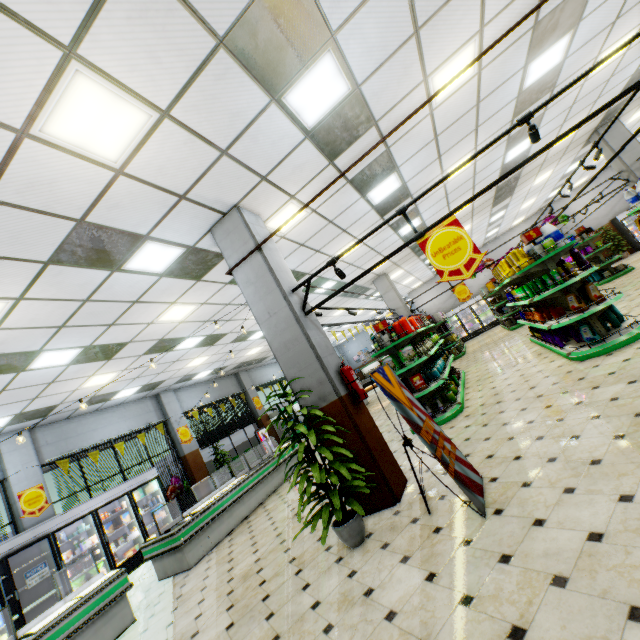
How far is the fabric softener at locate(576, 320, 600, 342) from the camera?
5.7 meters

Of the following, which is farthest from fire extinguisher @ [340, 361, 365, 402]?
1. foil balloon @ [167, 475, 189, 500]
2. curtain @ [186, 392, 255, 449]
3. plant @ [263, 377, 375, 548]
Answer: curtain @ [186, 392, 255, 449]

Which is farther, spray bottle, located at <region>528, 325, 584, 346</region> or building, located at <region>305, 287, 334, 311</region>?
spray bottle, located at <region>528, 325, 584, 346</region>

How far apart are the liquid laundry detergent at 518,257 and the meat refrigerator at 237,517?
7.90m

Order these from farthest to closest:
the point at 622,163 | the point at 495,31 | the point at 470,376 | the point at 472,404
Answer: the point at 622,163 → the point at 470,376 → the point at 472,404 → the point at 495,31

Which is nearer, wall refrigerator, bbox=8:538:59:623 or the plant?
the plant

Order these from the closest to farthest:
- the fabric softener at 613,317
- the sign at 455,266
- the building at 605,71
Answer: the sign at 455,266 < the fabric softener at 613,317 < the building at 605,71

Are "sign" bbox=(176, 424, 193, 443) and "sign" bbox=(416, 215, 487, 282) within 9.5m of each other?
no
